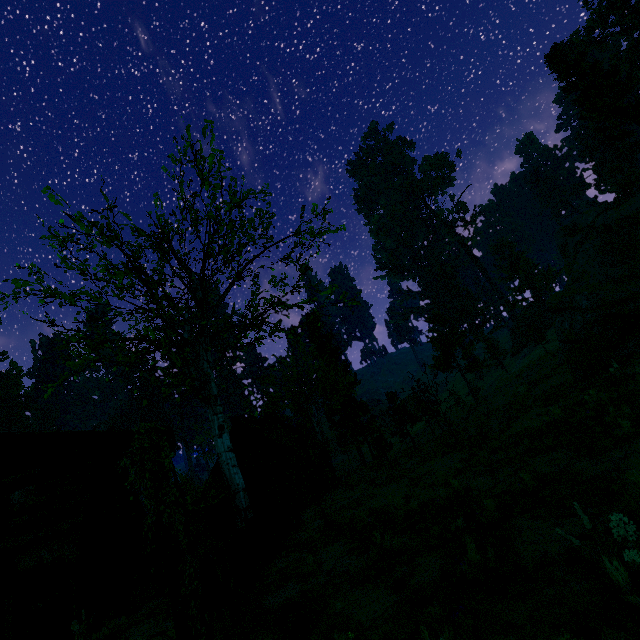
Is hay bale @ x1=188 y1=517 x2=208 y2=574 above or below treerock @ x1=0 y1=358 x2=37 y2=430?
below

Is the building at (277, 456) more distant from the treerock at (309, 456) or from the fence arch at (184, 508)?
the fence arch at (184, 508)

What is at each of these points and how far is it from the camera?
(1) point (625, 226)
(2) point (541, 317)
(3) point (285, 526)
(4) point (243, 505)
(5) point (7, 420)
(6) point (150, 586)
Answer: (1) rock, 25.4m
(2) treerock, 55.4m
(3) fence, 13.3m
(4) treerock, 11.2m
(5) treerock, 53.8m
(6) hay bale, 11.8m

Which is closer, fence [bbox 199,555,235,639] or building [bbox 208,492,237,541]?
fence [bbox 199,555,235,639]

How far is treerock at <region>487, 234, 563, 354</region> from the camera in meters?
47.8 m

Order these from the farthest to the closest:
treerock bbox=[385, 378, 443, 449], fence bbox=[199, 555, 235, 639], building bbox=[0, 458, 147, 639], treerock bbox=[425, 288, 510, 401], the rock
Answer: treerock bbox=[425, 288, 510, 401] → treerock bbox=[385, 378, 443, 449] → the rock → building bbox=[0, 458, 147, 639] → fence bbox=[199, 555, 235, 639]

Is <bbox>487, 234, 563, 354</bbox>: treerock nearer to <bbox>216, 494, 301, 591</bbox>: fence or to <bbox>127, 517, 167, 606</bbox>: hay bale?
<bbox>216, 494, 301, 591</bbox>: fence

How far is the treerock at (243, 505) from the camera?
11.62m
